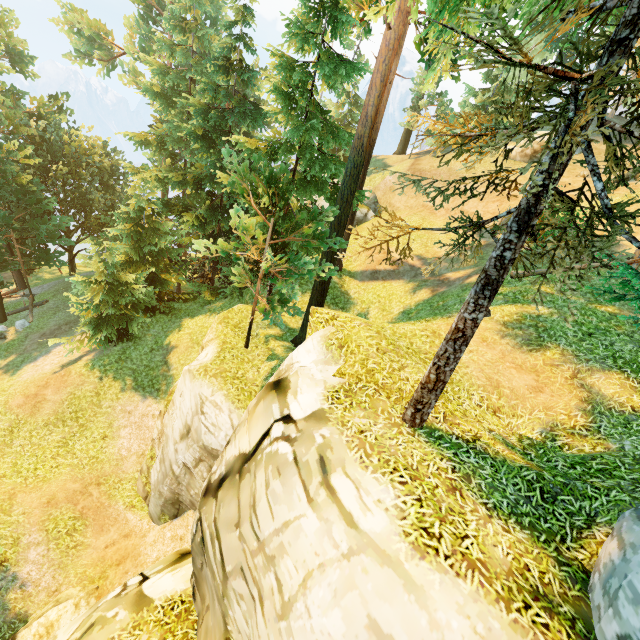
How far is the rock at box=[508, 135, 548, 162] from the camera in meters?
24.4 m

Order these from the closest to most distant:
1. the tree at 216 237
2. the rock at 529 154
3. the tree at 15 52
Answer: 1. the tree at 216 237
2. the rock at 529 154
3. the tree at 15 52

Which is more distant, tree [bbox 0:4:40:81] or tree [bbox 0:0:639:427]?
tree [bbox 0:4:40:81]

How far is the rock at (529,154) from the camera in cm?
2436

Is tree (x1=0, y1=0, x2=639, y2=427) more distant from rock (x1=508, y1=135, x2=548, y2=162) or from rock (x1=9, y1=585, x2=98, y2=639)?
rock (x1=508, y1=135, x2=548, y2=162)

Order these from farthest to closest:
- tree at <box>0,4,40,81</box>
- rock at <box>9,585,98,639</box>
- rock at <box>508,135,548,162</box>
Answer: tree at <box>0,4,40,81</box> → rock at <box>508,135,548,162</box> → rock at <box>9,585,98,639</box>

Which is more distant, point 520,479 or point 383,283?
point 383,283

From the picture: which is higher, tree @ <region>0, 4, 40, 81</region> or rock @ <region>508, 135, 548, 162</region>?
rock @ <region>508, 135, 548, 162</region>
